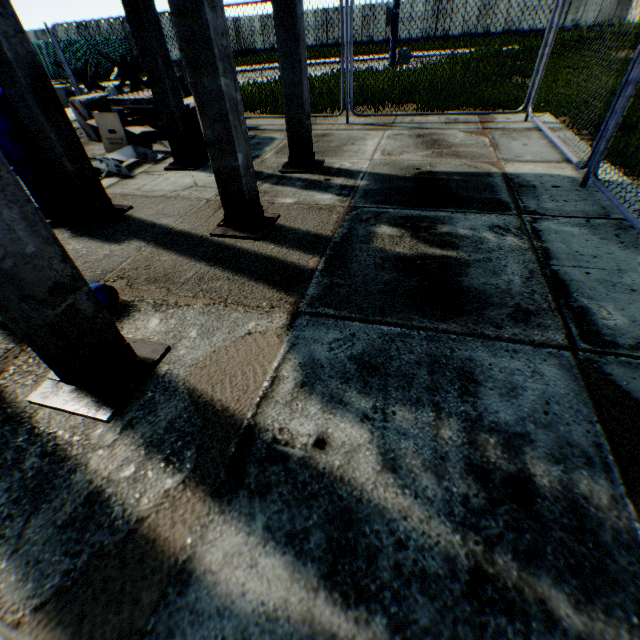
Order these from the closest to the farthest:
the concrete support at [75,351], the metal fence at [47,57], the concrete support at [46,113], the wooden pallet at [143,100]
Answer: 1. the concrete support at [75,351]
2. the concrete support at [46,113]
3. the wooden pallet at [143,100]
4. the metal fence at [47,57]

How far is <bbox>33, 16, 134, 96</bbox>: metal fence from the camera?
7.68m

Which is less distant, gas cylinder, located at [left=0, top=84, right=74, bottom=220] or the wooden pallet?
gas cylinder, located at [left=0, top=84, right=74, bottom=220]

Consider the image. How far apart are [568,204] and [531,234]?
1.0m

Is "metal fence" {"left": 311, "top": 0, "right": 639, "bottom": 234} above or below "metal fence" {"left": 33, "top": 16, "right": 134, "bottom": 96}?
below

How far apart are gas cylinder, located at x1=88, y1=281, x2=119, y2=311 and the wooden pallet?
5.39m

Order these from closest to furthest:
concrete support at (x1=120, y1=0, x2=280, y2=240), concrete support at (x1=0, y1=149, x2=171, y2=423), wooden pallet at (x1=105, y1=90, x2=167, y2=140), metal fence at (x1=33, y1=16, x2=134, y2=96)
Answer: concrete support at (x1=0, y1=149, x2=171, y2=423) < concrete support at (x1=120, y1=0, x2=280, y2=240) < wooden pallet at (x1=105, y1=90, x2=167, y2=140) < metal fence at (x1=33, y1=16, x2=134, y2=96)

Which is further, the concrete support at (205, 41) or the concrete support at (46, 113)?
the concrete support at (46, 113)
